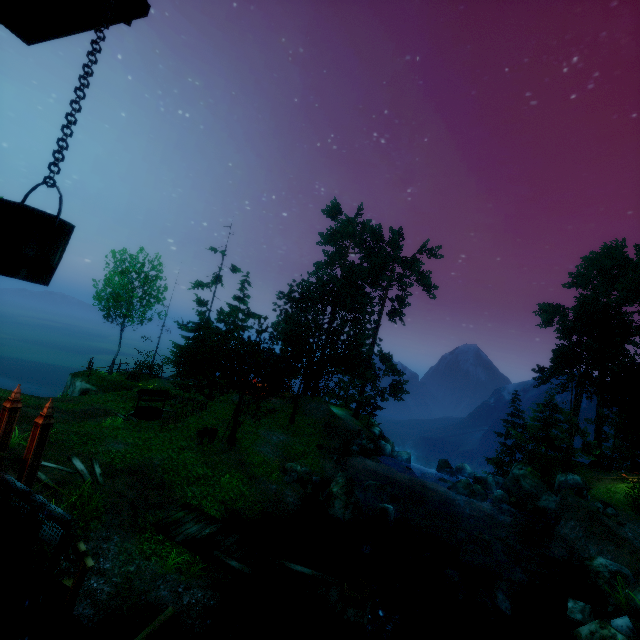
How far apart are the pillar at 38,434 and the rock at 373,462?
20.9 meters

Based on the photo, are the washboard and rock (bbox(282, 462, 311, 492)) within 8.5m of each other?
yes

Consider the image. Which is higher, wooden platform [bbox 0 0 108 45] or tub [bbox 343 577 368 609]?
wooden platform [bbox 0 0 108 45]

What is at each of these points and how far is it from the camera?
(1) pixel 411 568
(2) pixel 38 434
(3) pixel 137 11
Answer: (1) rock, 14.7 meters
(2) pillar, 8.8 meters
(3) wooden platform, 2.8 meters

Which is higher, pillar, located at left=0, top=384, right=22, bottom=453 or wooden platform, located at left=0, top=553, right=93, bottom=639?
pillar, located at left=0, top=384, right=22, bottom=453

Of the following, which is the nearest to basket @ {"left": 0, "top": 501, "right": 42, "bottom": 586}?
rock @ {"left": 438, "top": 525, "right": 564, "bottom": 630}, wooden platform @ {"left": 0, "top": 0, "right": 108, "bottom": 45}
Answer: wooden platform @ {"left": 0, "top": 0, "right": 108, "bottom": 45}

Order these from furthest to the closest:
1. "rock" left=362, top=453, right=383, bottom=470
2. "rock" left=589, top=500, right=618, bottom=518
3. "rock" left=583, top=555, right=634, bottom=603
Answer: "rock" left=362, top=453, right=383, bottom=470, "rock" left=589, top=500, right=618, bottom=518, "rock" left=583, top=555, right=634, bottom=603

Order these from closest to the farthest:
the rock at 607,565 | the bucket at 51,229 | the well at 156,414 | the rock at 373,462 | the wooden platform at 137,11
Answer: the bucket at 51,229
the wooden platform at 137,11
the rock at 607,565
the well at 156,414
the rock at 373,462
